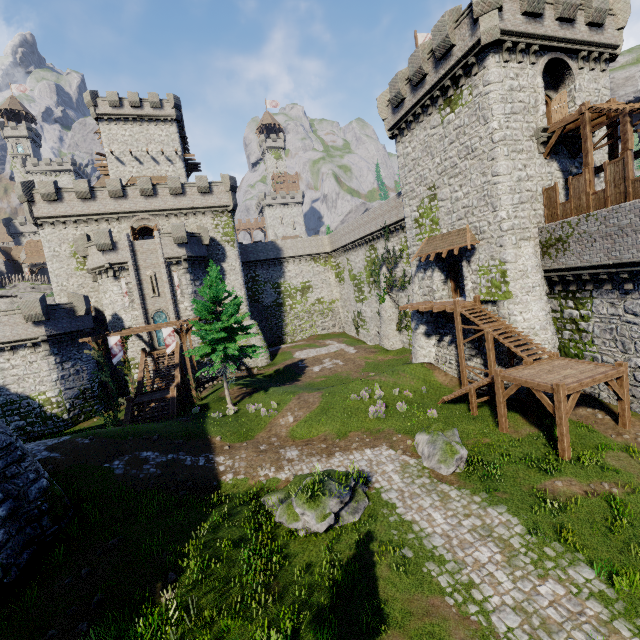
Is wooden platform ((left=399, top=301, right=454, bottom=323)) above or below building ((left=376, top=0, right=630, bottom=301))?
below

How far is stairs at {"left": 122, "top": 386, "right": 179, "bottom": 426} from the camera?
22.51m

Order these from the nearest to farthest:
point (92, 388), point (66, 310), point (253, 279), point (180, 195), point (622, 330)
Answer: point (622, 330)
point (66, 310)
point (92, 388)
point (180, 195)
point (253, 279)

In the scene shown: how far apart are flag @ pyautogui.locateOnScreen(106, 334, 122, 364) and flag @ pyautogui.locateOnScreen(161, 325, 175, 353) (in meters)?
2.76

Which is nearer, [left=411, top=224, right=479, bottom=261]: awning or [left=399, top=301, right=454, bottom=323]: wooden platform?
[left=411, top=224, right=479, bottom=261]: awning

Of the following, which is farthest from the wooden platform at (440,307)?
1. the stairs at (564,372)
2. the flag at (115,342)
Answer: the flag at (115,342)

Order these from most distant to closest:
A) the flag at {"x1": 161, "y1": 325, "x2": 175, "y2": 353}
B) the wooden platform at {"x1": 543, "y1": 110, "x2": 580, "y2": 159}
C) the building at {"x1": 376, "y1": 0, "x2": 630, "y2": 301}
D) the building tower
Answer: the building tower
the flag at {"x1": 161, "y1": 325, "x2": 175, "y2": 353}
the building at {"x1": 376, "y1": 0, "x2": 630, "y2": 301}
the wooden platform at {"x1": 543, "y1": 110, "x2": 580, "y2": 159}

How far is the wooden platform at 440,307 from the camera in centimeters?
2196cm
